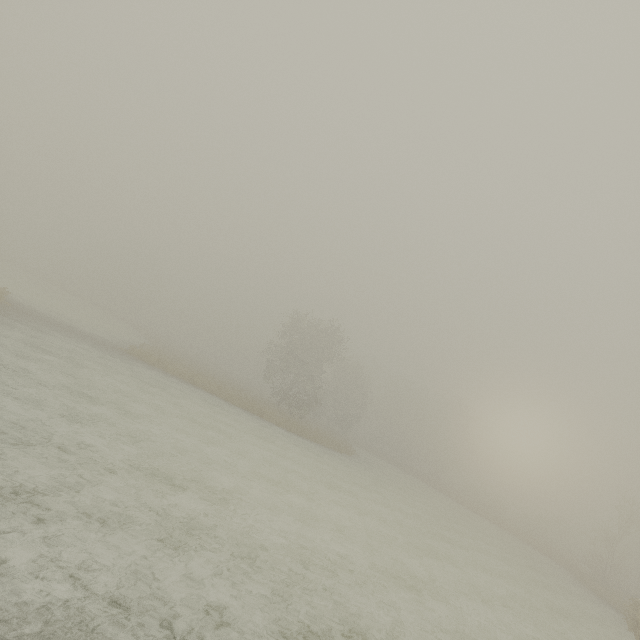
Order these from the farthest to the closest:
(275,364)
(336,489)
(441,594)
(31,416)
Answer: (275,364) → (336,489) → (441,594) → (31,416)
